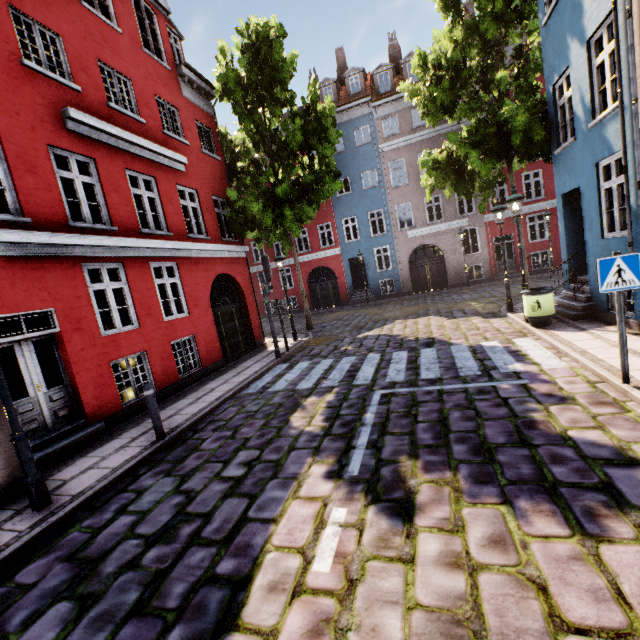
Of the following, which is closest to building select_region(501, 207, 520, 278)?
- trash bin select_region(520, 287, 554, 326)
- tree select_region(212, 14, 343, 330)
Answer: trash bin select_region(520, 287, 554, 326)

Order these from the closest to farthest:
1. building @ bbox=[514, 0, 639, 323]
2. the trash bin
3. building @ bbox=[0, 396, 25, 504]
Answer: building @ bbox=[0, 396, 25, 504]
building @ bbox=[514, 0, 639, 323]
the trash bin

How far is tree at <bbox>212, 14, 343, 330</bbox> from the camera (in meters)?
12.53

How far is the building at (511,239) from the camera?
21.1m

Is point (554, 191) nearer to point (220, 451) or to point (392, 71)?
point (392, 71)

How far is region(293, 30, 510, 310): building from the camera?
21.83m

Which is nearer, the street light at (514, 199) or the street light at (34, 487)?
the street light at (34, 487)

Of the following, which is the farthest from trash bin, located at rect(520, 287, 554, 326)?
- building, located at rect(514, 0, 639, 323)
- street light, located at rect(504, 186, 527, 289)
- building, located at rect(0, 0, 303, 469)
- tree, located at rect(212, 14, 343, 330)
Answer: building, located at rect(0, 0, 303, 469)
